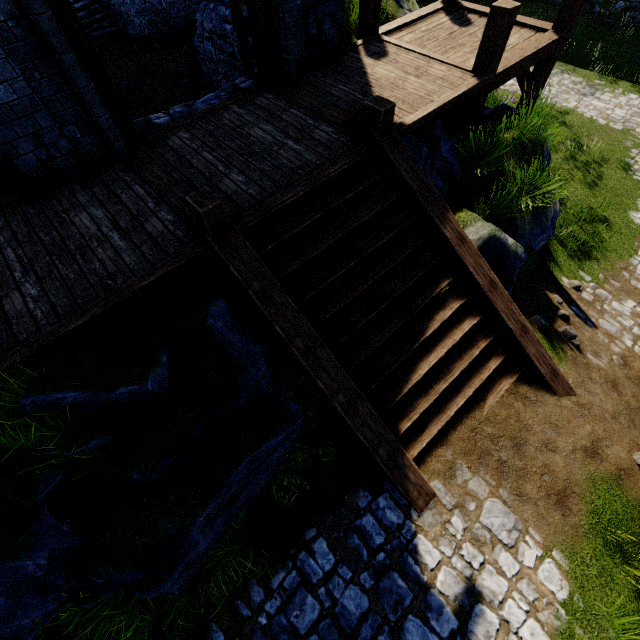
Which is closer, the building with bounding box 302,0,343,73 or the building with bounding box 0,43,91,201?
the building with bounding box 0,43,91,201

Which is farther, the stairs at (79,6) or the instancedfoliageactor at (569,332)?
the stairs at (79,6)

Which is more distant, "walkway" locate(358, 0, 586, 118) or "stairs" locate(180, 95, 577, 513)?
"walkway" locate(358, 0, 586, 118)

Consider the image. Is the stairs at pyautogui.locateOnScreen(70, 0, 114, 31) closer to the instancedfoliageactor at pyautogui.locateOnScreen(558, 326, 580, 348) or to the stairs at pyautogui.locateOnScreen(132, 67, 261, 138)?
the stairs at pyautogui.locateOnScreen(132, 67, 261, 138)

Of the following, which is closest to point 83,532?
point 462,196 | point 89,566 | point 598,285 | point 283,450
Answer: point 89,566

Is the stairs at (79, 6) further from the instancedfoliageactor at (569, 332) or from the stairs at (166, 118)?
the instancedfoliageactor at (569, 332)

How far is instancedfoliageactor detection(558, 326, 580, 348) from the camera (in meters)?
6.15

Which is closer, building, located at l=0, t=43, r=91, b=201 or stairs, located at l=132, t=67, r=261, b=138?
building, located at l=0, t=43, r=91, b=201
